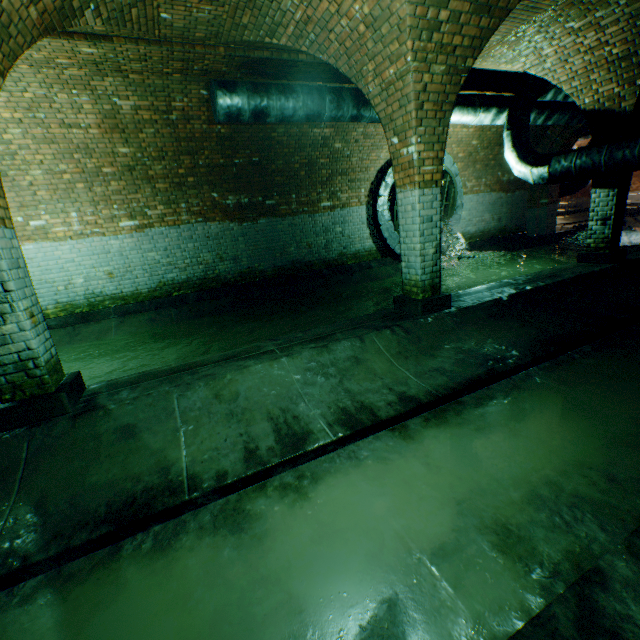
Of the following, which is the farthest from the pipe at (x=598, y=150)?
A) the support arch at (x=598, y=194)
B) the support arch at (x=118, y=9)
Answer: the support arch at (x=118, y=9)

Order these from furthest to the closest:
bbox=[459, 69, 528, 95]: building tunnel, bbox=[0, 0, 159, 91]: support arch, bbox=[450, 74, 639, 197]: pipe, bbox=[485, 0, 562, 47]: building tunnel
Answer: bbox=[459, 69, 528, 95]: building tunnel → bbox=[450, 74, 639, 197]: pipe → bbox=[485, 0, 562, 47]: building tunnel → bbox=[0, 0, 159, 91]: support arch

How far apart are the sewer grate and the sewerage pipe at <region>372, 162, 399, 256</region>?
0.0m

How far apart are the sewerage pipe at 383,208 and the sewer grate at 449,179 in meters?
0.0 m

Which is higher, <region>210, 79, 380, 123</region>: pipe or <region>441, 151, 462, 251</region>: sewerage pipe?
<region>210, 79, 380, 123</region>: pipe

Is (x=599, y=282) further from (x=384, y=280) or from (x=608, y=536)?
(x=608, y=536)

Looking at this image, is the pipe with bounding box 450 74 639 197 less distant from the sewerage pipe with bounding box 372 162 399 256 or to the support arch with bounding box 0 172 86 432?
the support arch with bounding box 0 172 86 432
